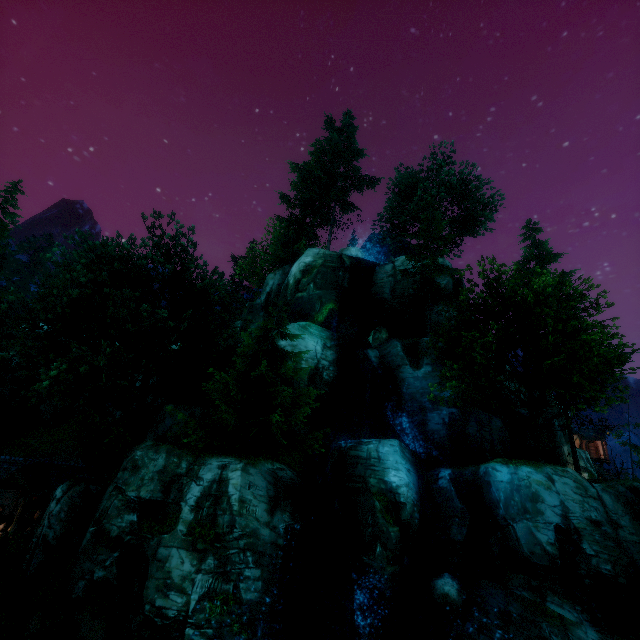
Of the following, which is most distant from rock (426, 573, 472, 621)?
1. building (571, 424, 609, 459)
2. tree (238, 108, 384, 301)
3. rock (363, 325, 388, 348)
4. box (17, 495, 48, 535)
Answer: building (571, 424, 609, 459)

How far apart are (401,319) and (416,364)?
5.1m

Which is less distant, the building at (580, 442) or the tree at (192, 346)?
the tree at (192, 346)

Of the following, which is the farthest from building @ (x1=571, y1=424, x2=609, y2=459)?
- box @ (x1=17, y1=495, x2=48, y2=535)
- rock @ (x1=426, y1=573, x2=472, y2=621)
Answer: box @ (x1=17, y1=495, x2=48, y2=535)

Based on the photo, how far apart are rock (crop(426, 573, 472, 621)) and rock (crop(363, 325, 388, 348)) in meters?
15.1 m

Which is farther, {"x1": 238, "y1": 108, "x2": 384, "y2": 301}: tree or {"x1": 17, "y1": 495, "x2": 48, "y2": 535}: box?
{"x1": 238, "y1": 108, "x2": 384, "y2": 301}: tree

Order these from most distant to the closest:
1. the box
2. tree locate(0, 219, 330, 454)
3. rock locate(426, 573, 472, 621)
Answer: the box, tree locate(0, 219, 330, 454), rock locate(426, 573, 472, 621)

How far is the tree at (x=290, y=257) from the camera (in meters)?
36.84
